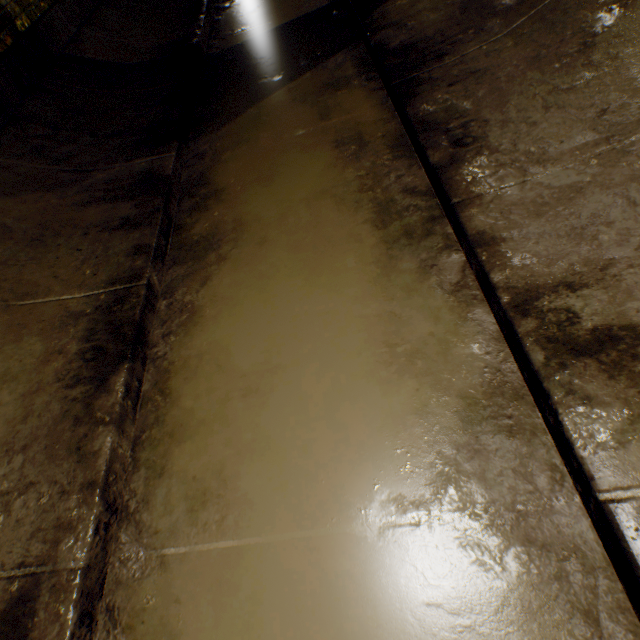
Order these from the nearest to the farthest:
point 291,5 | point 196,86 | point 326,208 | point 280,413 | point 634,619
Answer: point 634,619, point 280,413, point 326,208, point 196,86, point 291,5
